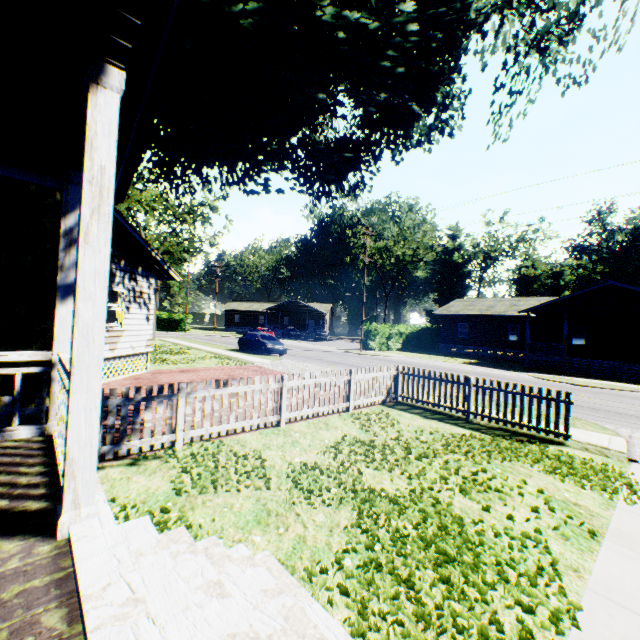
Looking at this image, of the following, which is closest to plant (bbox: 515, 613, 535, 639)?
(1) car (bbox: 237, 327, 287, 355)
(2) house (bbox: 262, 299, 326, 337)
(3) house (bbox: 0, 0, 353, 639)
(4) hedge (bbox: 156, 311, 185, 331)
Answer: (3) house (bbox: 0, 0, 353, 639)

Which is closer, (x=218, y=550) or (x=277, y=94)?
(x=218, y=550)

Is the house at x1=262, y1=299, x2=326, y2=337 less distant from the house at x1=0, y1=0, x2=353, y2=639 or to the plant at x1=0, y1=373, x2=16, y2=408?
the plant at x1=0, y1=373, x2=16, y2=408

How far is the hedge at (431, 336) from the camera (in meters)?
33.16

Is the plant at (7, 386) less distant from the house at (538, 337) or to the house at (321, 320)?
the house at (538, 337)

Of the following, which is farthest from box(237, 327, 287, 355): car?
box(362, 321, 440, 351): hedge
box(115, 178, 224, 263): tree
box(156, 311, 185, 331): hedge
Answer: box(156, 311, 185, 331): hedge

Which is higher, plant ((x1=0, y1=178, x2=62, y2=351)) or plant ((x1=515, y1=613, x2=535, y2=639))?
plant ((x1=0, y1=178, x2=62, y2=351))

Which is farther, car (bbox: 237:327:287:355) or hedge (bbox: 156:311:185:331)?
hedge (bbox: 156:311:185:331)
